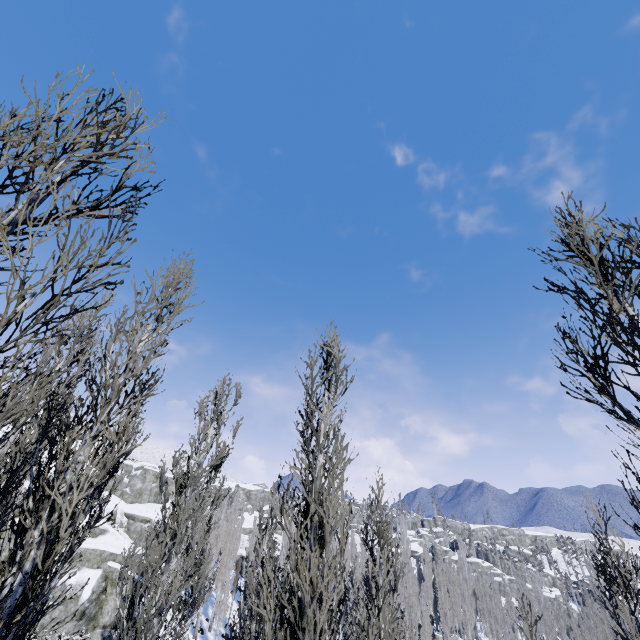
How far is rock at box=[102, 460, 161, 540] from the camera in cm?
4281

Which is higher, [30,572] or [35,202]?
[35,202]

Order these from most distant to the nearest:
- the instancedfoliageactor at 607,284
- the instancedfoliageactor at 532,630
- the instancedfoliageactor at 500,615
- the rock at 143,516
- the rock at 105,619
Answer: the rock at 143,516, the instancedfoliageactor at 500,615, the rock at 105,619, the instancedfoliageactor at 532,630, the instancedfoliageactor at 607,284

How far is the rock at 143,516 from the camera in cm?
4281

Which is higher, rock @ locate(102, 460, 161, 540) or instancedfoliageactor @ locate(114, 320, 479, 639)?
rock @ locate(102, 460, 161, 540)

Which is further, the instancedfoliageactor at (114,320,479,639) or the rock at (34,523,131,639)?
the rock at (34,523,131,639)
